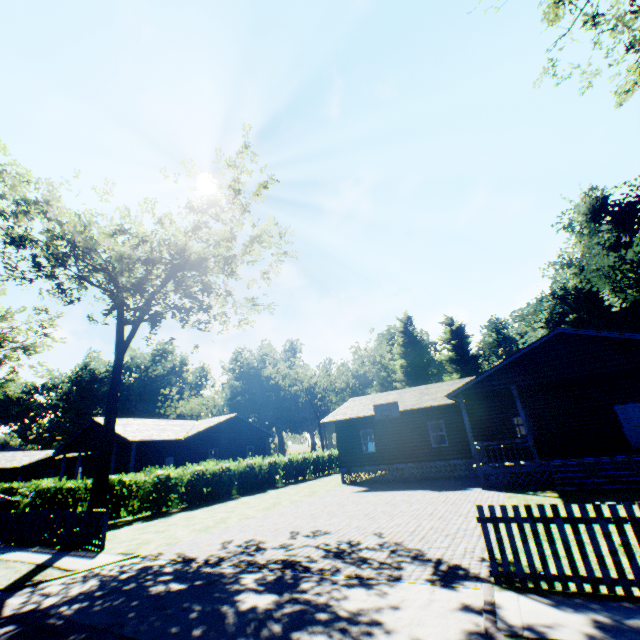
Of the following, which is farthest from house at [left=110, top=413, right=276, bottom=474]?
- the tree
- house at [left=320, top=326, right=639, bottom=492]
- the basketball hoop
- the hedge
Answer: the basketball hoop

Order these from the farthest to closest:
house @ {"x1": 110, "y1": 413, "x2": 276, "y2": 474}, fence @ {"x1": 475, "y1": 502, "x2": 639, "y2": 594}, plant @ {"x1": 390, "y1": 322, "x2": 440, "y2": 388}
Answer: plant @ {"x1": 390, "y1": 322, "x2": 440, "y2": 388} < house @ {"x1": 110, "y1": 413, "x2": 276, "y2": 474} < fence @ {"x1": 475, "y1": 502, "x2": 639, "y2": 594}

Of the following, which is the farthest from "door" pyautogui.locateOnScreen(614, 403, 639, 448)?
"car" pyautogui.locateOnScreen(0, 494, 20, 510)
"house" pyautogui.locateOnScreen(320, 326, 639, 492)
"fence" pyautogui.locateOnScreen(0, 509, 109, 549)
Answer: "car" pyautogui.locateOnScreen(0, 494, 20, 510)

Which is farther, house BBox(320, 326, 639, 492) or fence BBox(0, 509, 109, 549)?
house BBox(320, 326, 639, 492)

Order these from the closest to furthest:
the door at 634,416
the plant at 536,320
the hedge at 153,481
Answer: the door at 634,416
the hedge at 153,481
the plant at 536,320

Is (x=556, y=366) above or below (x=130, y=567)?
above

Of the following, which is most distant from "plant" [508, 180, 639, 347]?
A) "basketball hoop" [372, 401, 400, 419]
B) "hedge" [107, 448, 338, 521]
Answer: "basketball hoop" [372, 401, 400, 419]

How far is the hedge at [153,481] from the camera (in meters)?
17.45
